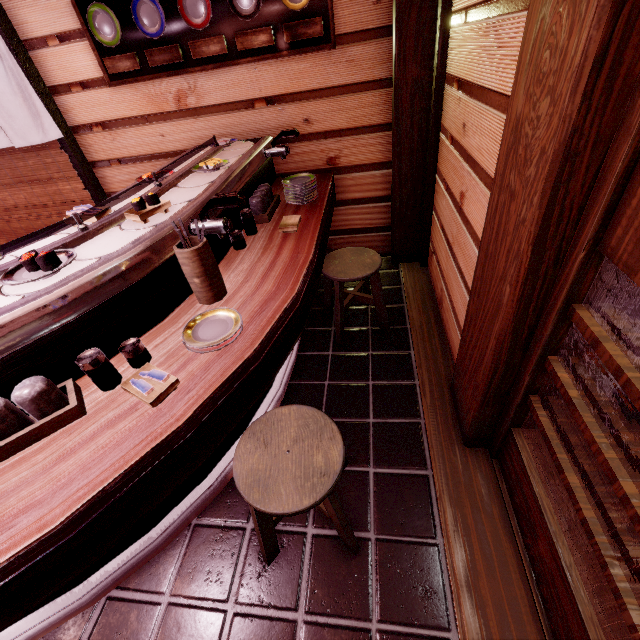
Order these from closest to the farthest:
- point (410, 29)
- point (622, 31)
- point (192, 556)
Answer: point (622, 31), point (192, 556), point (410, 29)

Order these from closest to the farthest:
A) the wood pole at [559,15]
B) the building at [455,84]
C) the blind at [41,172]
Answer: the wood pole at [559,15] → the building at [455,84] → the blind at [41,172]

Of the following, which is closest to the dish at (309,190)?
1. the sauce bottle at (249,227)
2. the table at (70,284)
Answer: the table at (70,284)

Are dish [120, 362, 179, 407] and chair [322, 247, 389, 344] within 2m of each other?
no

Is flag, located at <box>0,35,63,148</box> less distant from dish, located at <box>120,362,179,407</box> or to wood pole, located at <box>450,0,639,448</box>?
dish, located at <box>120,362,179,407</box>

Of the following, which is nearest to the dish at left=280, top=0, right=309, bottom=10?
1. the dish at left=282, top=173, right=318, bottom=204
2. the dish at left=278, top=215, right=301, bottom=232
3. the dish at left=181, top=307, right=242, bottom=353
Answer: the dish at left=282, top=173, right=318, bottom=204

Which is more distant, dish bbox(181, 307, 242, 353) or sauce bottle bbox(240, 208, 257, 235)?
sauce bottle bbox(240, 208, 257, 235)

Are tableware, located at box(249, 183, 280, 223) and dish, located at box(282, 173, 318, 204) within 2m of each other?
yes
